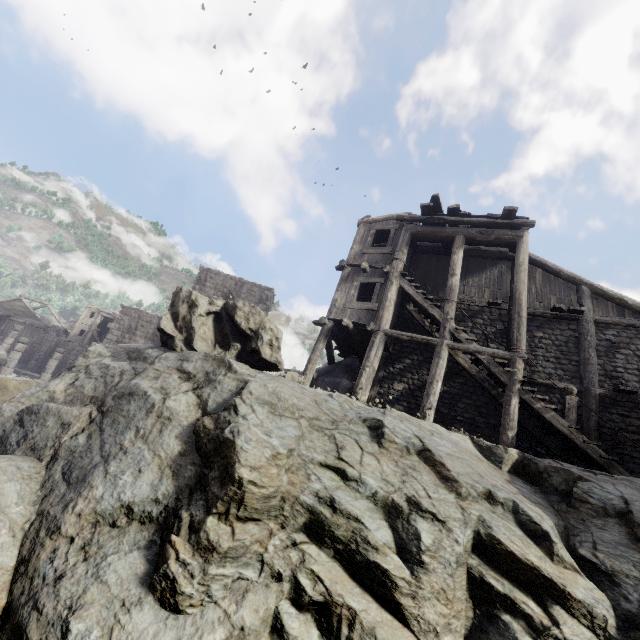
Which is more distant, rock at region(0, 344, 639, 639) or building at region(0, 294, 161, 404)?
building at region(0, 294, 161, 404)

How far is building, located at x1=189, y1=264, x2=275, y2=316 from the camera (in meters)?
24.66

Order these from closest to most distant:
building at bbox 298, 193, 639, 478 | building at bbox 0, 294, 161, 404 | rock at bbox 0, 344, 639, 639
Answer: rock at bbox 0, 344, 639, 639 → building at bbox 298, 193, 639, 478 → building at bbox 0, 294, 161, 404

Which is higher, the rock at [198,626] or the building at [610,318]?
the building at [610,318]

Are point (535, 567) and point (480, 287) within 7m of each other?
no

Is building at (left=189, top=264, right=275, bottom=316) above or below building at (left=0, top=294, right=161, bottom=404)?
above

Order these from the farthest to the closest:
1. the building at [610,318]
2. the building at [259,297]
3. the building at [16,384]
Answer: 1. the building at [259,297]
2. the building at [16,384]
3. the building at [610,318]
